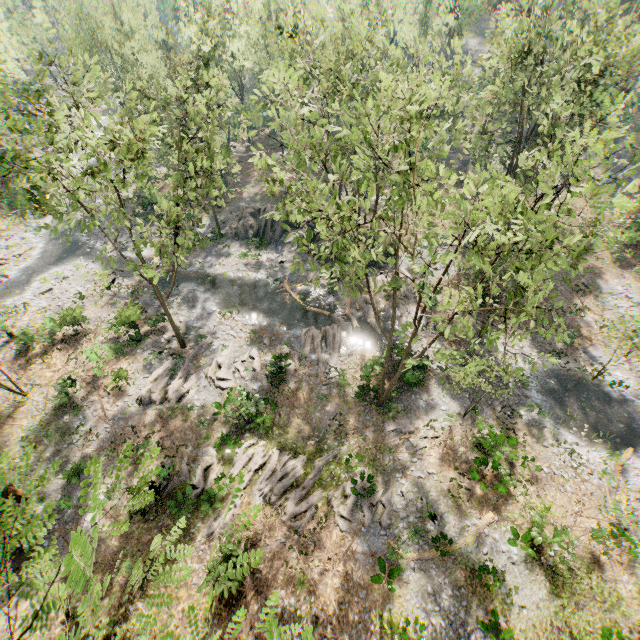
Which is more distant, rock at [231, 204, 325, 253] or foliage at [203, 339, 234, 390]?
rock at [231, 204, 325, 253]

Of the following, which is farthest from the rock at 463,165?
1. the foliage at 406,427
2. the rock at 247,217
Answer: the foliage at 406,427

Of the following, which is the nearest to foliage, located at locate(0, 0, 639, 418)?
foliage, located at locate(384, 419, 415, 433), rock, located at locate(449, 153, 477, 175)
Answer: rock, located at locate(449, 153, 477, 175)

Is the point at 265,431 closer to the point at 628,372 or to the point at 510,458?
the point at 510,458

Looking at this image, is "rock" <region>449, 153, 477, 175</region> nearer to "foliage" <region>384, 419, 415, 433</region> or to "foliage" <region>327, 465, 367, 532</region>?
"foliage" <region>327, 465, 367, 532</region>

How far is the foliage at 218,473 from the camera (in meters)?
18.73

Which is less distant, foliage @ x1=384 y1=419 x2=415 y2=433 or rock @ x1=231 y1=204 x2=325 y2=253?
foliage @ x1=384 y1=419 x2=415 y2=433
